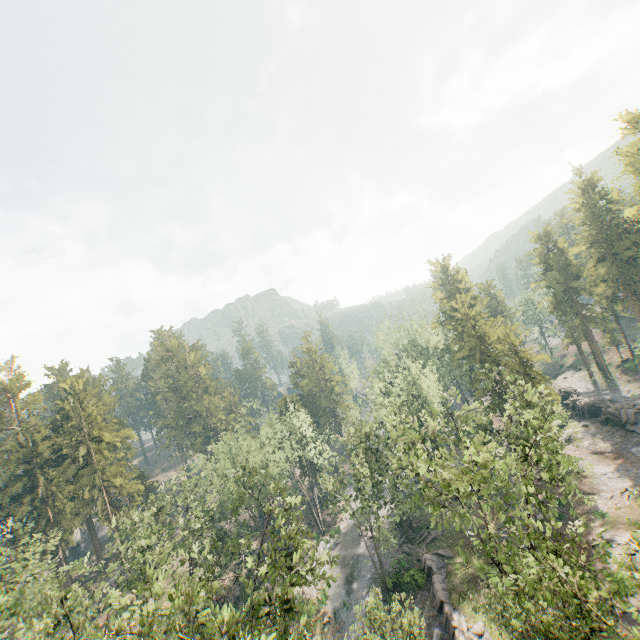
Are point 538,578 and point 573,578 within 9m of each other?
yes

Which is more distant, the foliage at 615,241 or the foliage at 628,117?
the foliage at 615,241

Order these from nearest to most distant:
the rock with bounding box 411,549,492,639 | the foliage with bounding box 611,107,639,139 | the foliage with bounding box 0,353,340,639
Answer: the foliage with bounding box 0,353,340,639 → the rock with bounding box 411,549,492,639 → the foliage with bounding box 611,107,639,139

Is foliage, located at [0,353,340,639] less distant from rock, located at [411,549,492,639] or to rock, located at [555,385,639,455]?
rock, located at [411,549,492,639]

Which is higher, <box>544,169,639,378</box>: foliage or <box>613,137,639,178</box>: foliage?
<box>613,137,639,178</box>: foliage

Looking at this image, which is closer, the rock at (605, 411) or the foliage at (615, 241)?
the rock at (605, 411)
